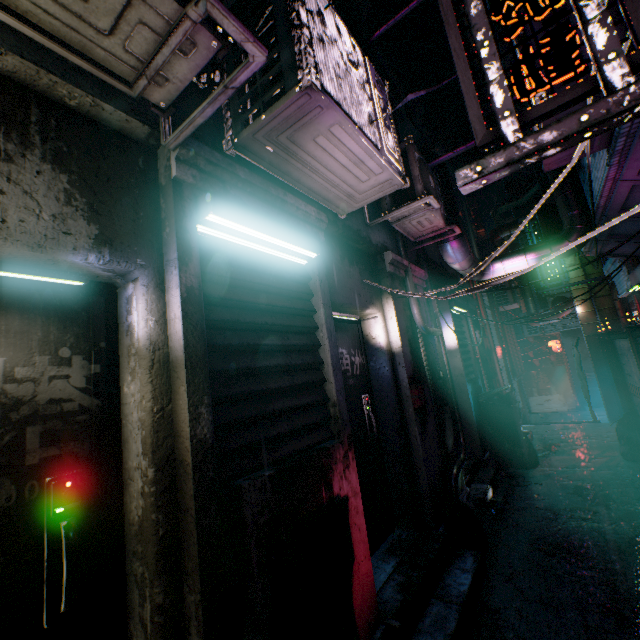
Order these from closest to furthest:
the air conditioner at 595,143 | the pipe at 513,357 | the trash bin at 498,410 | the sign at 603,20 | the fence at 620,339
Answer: the sign at 603,20, the air conditioner at 595,143, the fence at 620,339, the trash bin at 498,410, the pipe at 513,357

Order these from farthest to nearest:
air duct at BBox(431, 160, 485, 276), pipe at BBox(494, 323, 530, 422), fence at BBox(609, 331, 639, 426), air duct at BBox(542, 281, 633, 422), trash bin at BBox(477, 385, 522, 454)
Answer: pipe at BBox(494, 323, 530, 422) < air duct at BBox(542, 281, 633, 422) < trash bin at BBox(477, 385, 522, 454) < fence at BBox(609, 331, 639, 426) < air duct at BBox(431, 160, 485, 276)

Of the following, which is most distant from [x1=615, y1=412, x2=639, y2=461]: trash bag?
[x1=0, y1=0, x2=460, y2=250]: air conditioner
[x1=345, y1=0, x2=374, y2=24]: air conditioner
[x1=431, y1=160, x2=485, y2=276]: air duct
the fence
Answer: [x1=345, y1=0, x2=374, y2=24]: air conditioner

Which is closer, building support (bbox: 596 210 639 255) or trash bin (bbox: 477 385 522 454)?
building support (bbox: 596 210 639 255)

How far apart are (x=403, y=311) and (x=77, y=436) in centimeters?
303cm

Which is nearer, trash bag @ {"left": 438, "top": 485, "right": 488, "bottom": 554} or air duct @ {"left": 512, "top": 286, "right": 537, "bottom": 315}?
trash bag @ {"left": 438, "top": 485, "right": 488, "bottom": 554}

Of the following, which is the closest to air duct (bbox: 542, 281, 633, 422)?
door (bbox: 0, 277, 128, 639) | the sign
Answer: the sign

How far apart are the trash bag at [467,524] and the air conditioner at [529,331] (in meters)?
10.86
